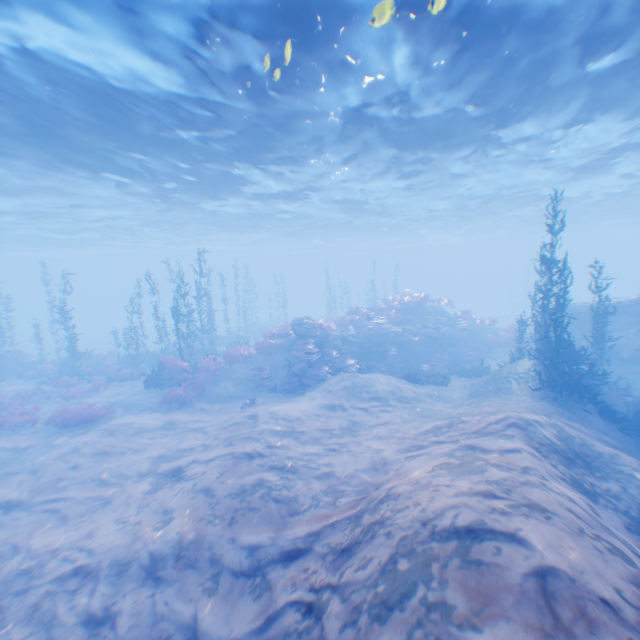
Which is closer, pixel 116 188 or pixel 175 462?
pixel 175 462

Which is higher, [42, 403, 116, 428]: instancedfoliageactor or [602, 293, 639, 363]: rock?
[602, 293, 639, 363]: rock

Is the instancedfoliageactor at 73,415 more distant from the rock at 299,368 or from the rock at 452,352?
the rock at 452,352

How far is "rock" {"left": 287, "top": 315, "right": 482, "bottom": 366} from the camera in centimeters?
1941cm

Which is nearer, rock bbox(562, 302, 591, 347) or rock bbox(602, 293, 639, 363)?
rock bbox(602, 293, 639, 363)

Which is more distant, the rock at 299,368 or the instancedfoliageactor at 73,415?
the rock at 299,368

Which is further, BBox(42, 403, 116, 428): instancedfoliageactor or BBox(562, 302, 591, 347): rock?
BBox(562, 302, 591, 347): rock

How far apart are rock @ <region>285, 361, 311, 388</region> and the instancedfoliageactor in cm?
870
